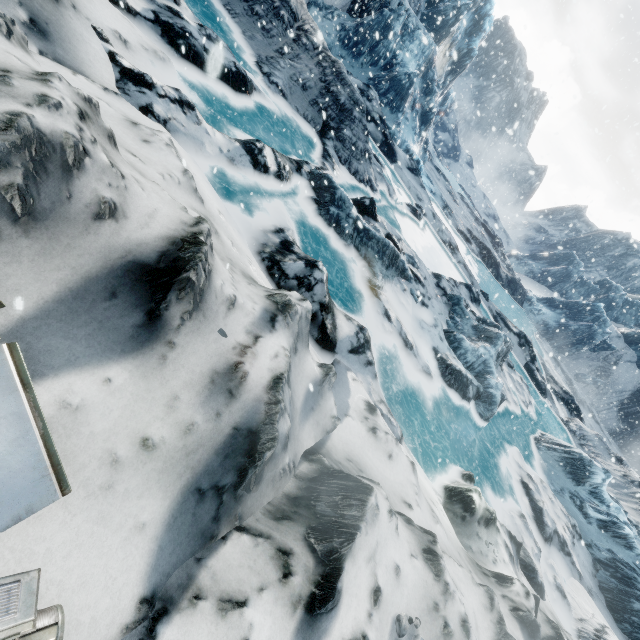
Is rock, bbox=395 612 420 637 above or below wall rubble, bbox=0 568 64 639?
above

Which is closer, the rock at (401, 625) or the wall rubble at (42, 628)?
the wall rubble at (42, 628)

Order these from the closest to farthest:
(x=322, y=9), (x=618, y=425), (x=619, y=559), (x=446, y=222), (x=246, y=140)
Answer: (x=246, y=140) → (x=619, y=559) → (x=322, y=9) → (x=446, y=222) → (x=618, y=425)

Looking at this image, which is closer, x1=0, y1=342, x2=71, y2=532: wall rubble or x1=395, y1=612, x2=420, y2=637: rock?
x1=0, y1=342, x2=71, y2=532: wall rubble
